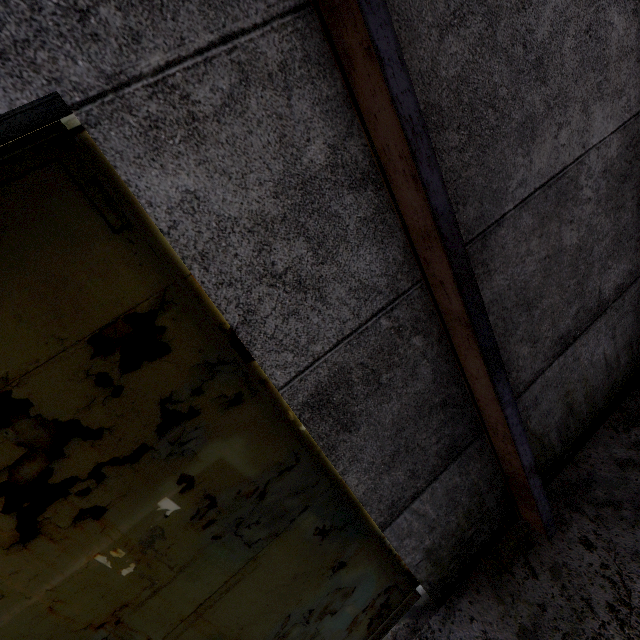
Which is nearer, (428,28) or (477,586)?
(428,28)
